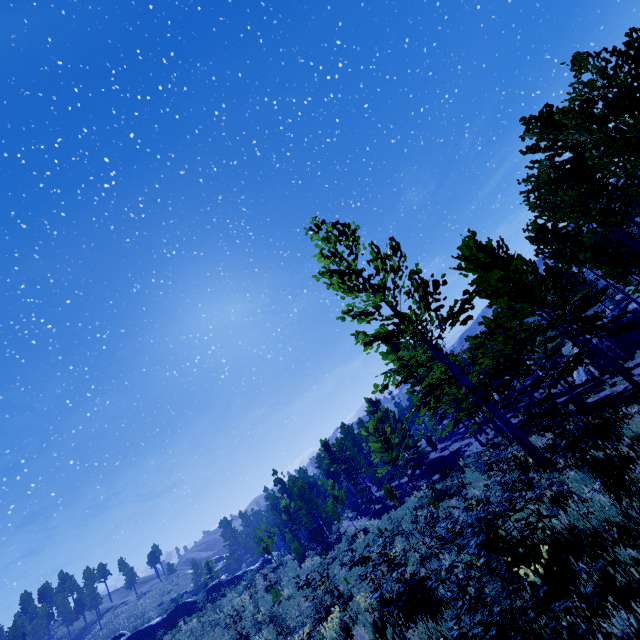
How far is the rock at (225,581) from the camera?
39.1m

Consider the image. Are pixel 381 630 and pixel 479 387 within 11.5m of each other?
yes

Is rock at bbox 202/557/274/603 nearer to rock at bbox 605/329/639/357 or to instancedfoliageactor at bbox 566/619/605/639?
instancedfoliageactor at bbox 566/619/605/639

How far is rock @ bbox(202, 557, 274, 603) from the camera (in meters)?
39.11

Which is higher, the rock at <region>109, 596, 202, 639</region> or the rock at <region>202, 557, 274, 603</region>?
the rock at <region>109, 596, 202, 639</region>

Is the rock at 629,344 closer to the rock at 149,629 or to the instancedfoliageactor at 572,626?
the instancedfoliageactor at 572,626
